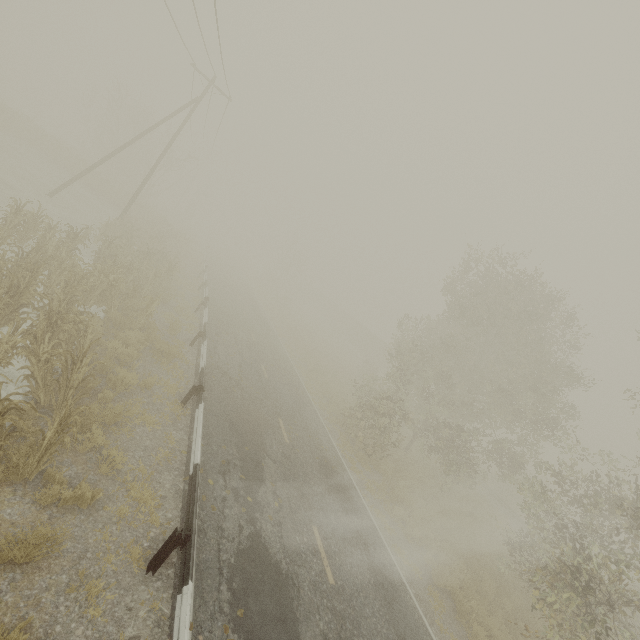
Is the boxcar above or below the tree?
above

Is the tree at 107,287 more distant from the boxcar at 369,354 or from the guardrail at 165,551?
the boxcar at 369,354

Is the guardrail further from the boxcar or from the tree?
the boxcar

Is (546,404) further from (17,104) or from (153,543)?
(17,104)

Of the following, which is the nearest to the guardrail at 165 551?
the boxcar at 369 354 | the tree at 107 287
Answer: the tree at 107 287

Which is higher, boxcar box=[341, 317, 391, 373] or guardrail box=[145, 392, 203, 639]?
boxcar box=[341, 317, 391, 373]

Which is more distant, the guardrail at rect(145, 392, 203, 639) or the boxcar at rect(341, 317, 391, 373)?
the boxcar at rect(341, 317, 391, 373)

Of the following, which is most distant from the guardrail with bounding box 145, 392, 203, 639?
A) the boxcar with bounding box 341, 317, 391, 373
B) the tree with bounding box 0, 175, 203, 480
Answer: the boxcar with bounding box 341, 317, 391, 373
